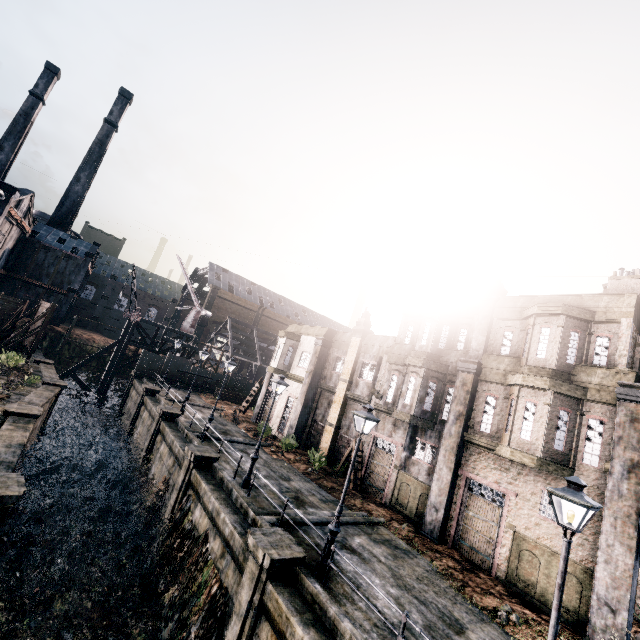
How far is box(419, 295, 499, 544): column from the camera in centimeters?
1662cm

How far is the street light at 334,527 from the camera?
10.9 meters

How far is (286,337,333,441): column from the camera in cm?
2727

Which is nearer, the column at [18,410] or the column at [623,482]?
the column at [623,482]

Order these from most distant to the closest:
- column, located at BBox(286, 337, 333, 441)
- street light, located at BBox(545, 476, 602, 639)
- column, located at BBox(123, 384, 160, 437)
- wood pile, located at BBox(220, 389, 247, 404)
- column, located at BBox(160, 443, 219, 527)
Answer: wood pile, located at BBox(220, 389, 247, 404), column, located at BBox(123, 384, 160, 437), column, located at BBox(286, 337, 333, 441), column, located at BBox(160, 443, 219, 527), street light, located at BBox(545, 476, 602, 639)

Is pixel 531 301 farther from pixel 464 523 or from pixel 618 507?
pixel 464 523

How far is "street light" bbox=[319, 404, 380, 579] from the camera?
10.9m

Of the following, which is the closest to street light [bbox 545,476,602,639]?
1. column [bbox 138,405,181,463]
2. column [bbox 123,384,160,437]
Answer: column [bbox 138,405,181,463]
